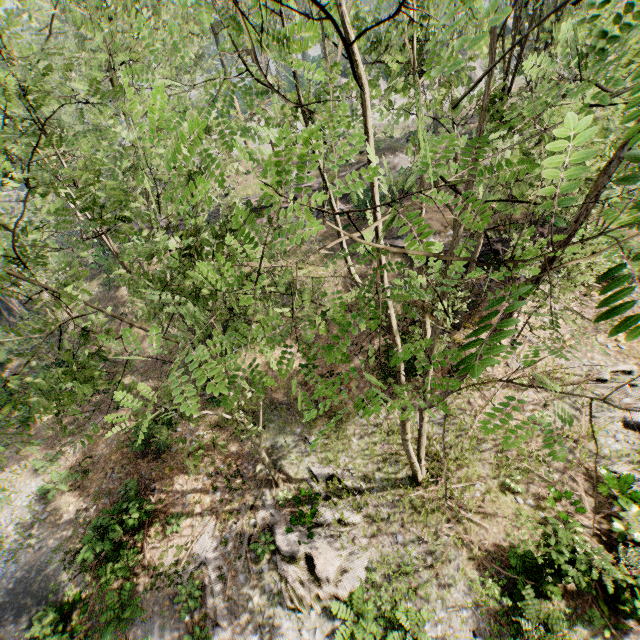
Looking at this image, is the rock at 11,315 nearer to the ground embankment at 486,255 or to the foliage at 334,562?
the foliage at 334,562

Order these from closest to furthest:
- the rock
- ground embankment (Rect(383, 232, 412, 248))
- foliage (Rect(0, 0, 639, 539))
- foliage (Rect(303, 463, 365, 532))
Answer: foliage (Rect(0, 0, 639, 539)) → foliage (Rect(303, 463, 365, 532)) → ground embankment (Rect(383, 232, 412, 248)) → the rock

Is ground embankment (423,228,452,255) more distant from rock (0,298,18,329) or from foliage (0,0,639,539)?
rock (0,298,18,329)

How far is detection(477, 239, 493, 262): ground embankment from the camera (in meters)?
19.88

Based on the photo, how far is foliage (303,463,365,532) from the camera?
12.5m

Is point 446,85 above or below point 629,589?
above

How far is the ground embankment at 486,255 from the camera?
19.88m
